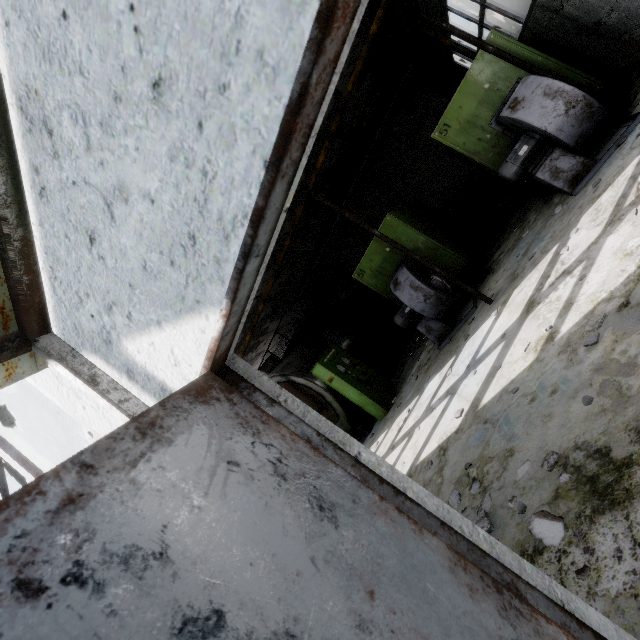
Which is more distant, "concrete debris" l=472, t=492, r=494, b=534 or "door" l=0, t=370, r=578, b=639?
"concrete debris" l=472, t=492, r=494, b=534

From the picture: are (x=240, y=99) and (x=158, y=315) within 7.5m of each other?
yes

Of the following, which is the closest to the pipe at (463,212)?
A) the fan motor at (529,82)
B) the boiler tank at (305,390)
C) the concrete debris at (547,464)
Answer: the fan motor at (529,82)

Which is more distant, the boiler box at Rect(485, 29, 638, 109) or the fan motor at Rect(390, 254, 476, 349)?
the fan motor at Rect(390, 254, 476, 349)

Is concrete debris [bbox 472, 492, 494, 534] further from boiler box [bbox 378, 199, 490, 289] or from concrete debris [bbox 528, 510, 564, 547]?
boiler box [bbox 378, 199, 490, 289]

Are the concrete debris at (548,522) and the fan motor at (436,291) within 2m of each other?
no

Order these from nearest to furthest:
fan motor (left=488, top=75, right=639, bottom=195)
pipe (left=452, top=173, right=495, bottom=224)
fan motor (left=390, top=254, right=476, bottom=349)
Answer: fan motor (left=488, top=75, right=639, bottom=195) < fan motor (left=390, top=254, right=476, bottom=349) < pipe (left=452, top=173, right=495, bottom=224)

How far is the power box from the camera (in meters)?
9.12
